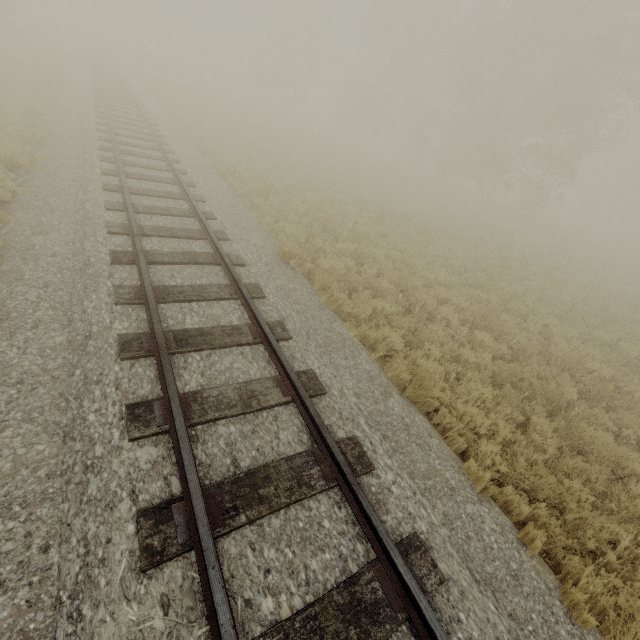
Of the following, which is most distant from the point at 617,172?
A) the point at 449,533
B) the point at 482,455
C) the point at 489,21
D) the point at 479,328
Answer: the point at 449,533

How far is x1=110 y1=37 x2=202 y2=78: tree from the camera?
46.1m

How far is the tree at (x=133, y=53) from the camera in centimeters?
4612cm
